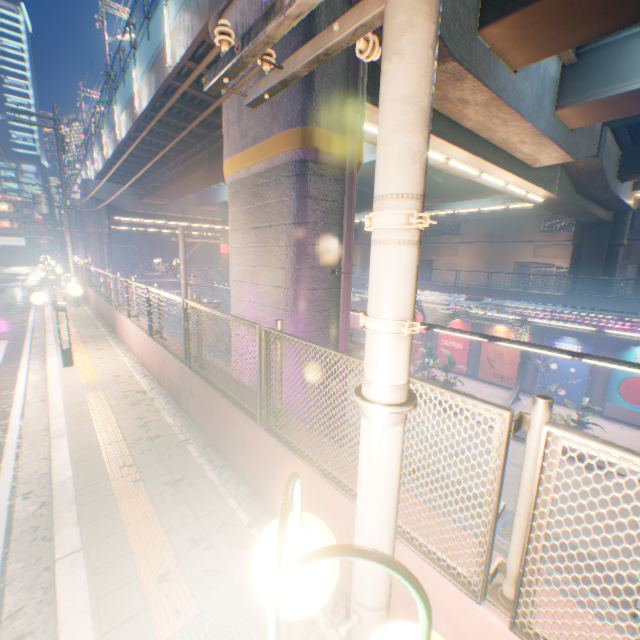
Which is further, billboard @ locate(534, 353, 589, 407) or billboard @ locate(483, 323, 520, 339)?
billboard @ locate(483, 323, 520, 339)

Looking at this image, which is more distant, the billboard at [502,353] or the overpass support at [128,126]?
the billboard at [502,353]

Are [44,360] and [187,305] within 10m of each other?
yes

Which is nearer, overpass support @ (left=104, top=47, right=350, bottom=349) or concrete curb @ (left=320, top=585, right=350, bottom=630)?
concrete curb @ (left=320, top=585, right=350, bottom=630)

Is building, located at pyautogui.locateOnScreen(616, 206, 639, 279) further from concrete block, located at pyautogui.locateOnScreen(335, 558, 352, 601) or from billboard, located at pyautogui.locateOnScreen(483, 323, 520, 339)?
concrete block, located at pyautogui.locateOnScreen(335, 558, 352, 601)

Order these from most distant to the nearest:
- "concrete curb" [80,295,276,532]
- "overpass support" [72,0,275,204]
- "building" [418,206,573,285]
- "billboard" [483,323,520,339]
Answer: "building" [418,206,573,285] → "billboard" [483,323,520,339] → "overpass support" [72,0,275,204] → "concrete curb" [80,295,276,532]

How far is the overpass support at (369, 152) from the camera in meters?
5.9

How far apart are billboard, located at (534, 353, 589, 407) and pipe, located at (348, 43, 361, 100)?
20.25m
